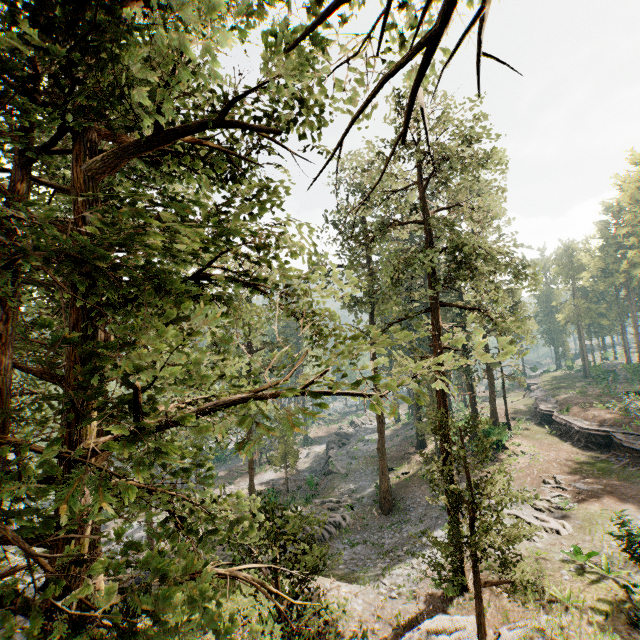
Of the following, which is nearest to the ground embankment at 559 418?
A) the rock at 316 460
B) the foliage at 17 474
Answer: the foliage at 17 474

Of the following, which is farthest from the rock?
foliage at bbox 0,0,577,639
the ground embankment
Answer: the ground embankment

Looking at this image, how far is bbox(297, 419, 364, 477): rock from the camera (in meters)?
38.66

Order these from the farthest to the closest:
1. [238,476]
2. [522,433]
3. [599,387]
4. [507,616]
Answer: [238,476]
[599,387]
[522,433]
[507,616]

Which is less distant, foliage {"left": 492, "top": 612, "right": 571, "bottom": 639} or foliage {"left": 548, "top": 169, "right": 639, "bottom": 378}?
foliage {"left": 492, "top": 612, "right": 571, "bottom": 639}

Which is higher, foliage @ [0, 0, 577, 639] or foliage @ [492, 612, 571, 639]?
foliage @ [0, 0, 577, 639]
